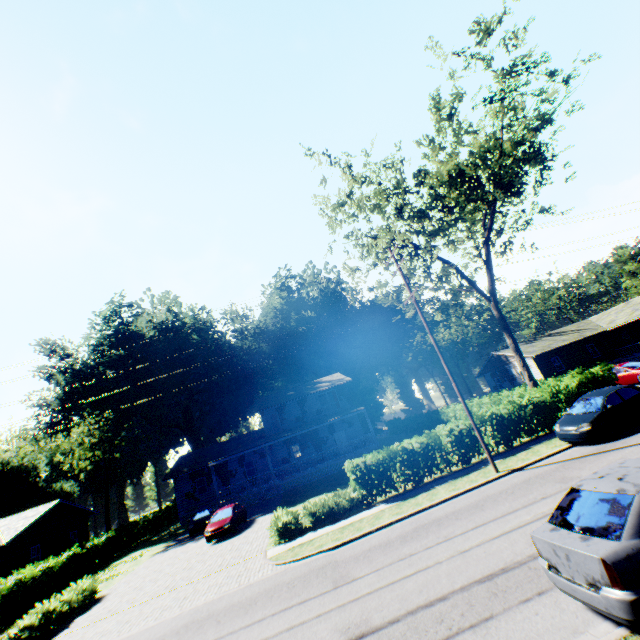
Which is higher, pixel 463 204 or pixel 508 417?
pixel 463 204

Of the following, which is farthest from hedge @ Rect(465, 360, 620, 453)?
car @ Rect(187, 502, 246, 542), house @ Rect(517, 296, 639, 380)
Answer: house @ Rect(517, 296, 639, 380)

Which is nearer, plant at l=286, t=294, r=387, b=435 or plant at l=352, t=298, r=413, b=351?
plant at l=286, t=294, r=387, b=435

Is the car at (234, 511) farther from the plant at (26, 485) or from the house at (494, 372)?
the house at (494, 372)

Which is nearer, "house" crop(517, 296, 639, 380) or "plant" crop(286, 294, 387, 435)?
"house" crop(517, 296, 639, 380)

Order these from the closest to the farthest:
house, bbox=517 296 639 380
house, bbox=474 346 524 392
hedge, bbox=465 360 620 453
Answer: hedge, bbox=465 360 620 453 → house, bbox=517 296 639 380 → house, bbox=474 346 524 392

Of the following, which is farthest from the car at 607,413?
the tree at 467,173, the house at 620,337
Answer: the house at 620,337

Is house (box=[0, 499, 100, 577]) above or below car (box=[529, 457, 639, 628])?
above
